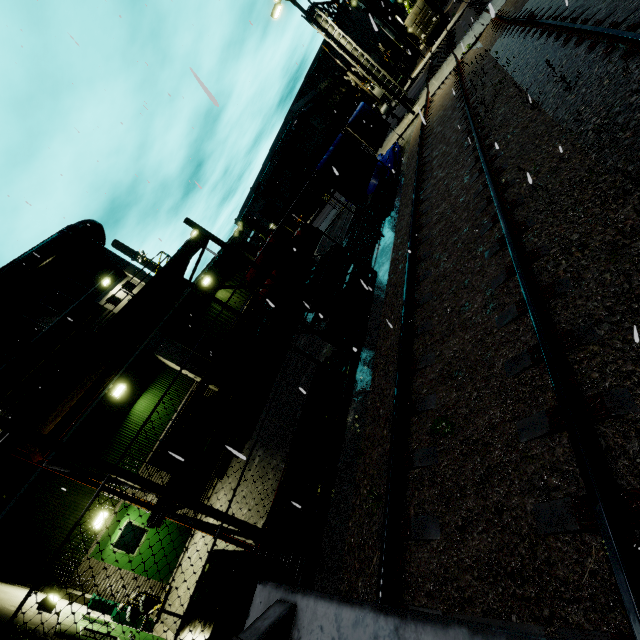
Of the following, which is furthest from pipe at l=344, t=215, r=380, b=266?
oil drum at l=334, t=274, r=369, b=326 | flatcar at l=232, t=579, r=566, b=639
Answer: flatcar at l=232, t=579, r=566, b=639

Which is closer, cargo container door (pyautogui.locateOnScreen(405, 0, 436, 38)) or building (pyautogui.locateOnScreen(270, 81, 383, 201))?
cargo container door (pyautogui.locateOnScreen(405, 0, 436, 38))

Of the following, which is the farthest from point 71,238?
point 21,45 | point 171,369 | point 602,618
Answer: point 602,618

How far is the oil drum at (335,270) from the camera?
8.1 meters

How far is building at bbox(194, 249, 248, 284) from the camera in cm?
1653

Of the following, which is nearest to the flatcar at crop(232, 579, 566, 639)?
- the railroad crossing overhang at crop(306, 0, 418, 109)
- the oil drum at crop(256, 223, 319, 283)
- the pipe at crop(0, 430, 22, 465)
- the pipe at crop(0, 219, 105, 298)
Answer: the pipe at crop(0, 430, 22, 465)

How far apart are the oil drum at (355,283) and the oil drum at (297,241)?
1.34m

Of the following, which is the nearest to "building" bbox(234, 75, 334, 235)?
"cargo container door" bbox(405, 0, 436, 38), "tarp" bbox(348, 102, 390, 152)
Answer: "tarp" bbox(348, 102, 390, 152)
